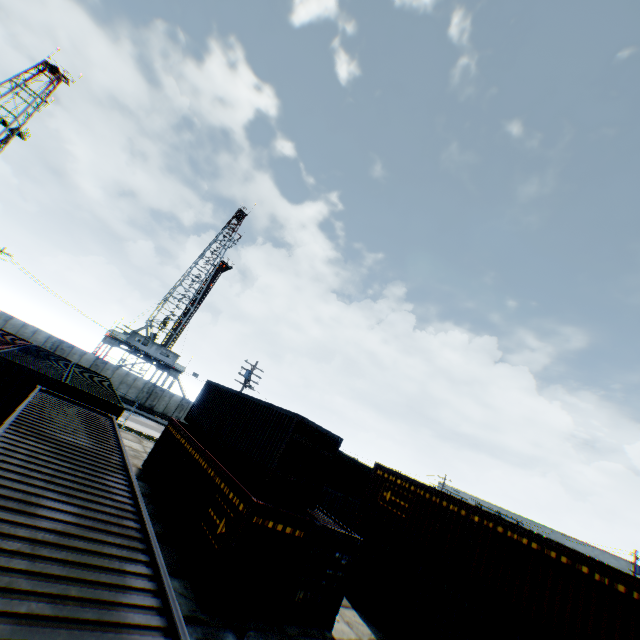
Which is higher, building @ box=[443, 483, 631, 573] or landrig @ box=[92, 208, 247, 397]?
building @ box=[443, 483, 631, 573]

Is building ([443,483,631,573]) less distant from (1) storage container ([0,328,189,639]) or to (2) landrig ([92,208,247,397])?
(2) landrig ([92,208,247,397])

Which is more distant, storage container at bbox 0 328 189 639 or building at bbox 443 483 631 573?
building at bbox 443 483 631 573

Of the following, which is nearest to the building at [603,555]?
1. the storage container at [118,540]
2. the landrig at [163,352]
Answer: the landrig at [163,352]

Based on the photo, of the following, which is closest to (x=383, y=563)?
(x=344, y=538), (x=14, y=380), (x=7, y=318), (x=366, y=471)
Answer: (x=344, y=538)

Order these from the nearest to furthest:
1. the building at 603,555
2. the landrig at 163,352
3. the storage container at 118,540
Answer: the storage container at 118,540, the building at 603,555, the landrig at 163,352
